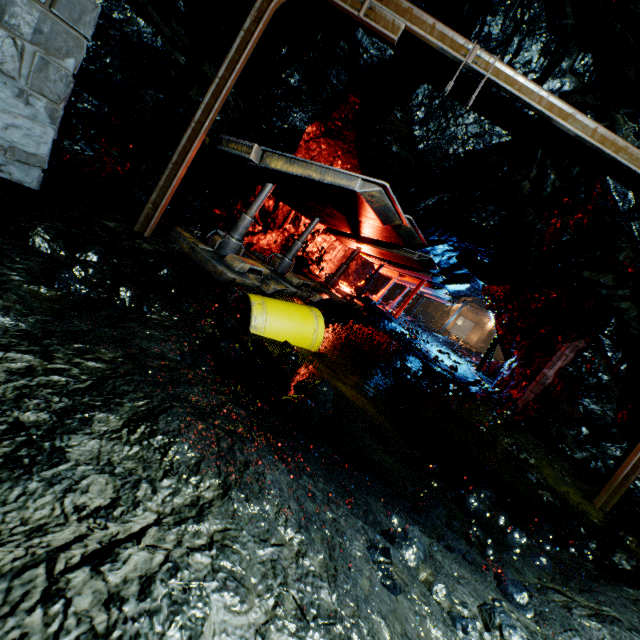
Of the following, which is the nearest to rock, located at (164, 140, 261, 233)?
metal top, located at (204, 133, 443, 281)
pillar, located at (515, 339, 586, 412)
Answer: pillar, located at (515, 339, 586, 412)

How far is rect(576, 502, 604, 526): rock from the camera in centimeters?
470cm

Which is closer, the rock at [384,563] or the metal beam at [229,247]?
the rock at [384,563]

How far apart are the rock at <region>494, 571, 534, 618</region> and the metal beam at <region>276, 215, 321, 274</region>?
6.14m

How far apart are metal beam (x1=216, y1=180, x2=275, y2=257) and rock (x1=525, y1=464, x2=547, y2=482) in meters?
6.0 m

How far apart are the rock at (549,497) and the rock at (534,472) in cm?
45

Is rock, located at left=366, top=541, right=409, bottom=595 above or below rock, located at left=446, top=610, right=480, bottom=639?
above

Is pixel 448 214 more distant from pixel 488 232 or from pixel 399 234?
pixel 399 234
